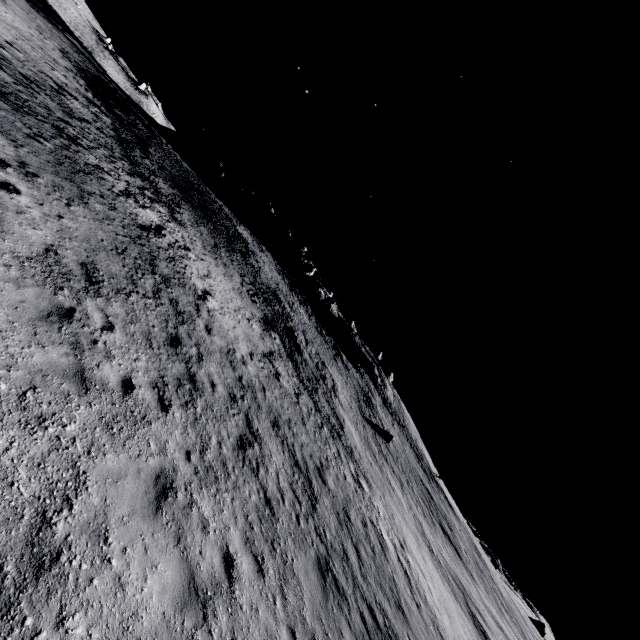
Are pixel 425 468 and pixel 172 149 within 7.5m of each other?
no
